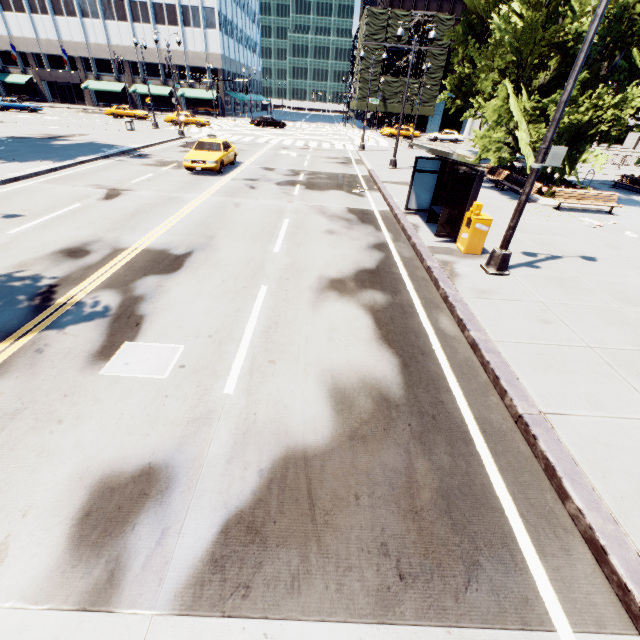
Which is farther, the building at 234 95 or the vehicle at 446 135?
the building at 234 95

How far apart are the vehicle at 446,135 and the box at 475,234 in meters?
44.0

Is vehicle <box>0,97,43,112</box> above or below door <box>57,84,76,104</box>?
below

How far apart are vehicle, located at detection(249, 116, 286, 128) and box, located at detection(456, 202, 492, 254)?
43.90m

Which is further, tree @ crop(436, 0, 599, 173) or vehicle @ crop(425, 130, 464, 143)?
vehicle @ crop(425, 130, 464, 143)

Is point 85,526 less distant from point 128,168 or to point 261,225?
point 261,225

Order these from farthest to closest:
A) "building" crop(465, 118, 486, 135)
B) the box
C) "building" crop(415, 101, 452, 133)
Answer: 1. "building" crop(465, 118, 486, 135)
2. "building" crop(415, 101, 452, 133)
3. the box

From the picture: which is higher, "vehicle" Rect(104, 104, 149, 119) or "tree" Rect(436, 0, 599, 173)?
"tree" Rect(436, 0, 599, 173)
